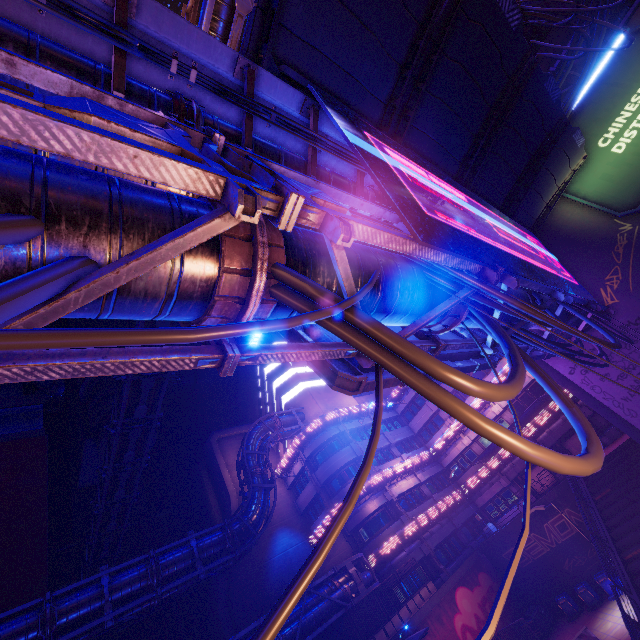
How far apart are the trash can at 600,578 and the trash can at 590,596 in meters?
0.6 m

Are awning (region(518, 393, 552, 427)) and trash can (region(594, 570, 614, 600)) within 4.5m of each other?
no

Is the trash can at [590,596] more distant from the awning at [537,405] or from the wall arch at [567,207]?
the wall arch at [567,207]

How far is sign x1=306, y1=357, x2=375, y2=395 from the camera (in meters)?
5.73

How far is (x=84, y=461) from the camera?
39.56m

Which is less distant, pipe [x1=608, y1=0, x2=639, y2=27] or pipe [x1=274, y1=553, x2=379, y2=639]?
pipe [x1=608, y1=0, x2=639, y2=27]

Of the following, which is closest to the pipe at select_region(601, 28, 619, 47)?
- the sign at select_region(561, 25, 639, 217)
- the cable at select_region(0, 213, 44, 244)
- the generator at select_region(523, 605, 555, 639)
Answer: the sign at select_region(561, 25, 639, 217)

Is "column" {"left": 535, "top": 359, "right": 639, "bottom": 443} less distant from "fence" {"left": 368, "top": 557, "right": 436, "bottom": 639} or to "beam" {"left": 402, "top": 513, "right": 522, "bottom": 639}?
"beam" {"left": 402, "top": 513, "right": 522, "bottom": 639}
